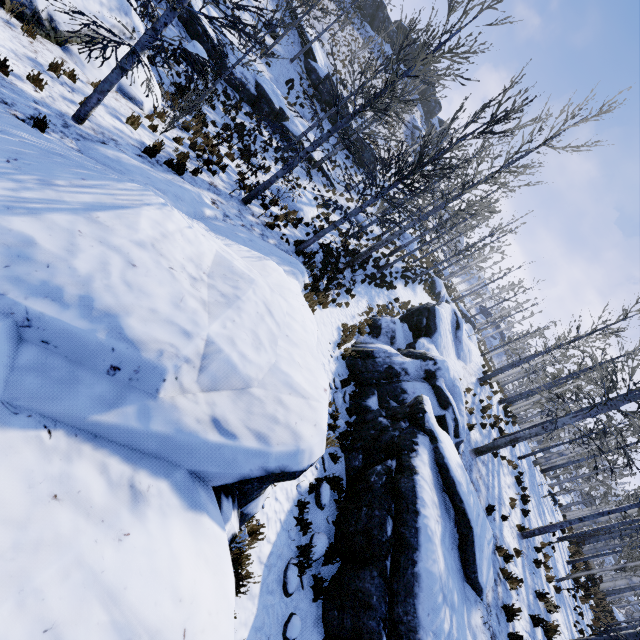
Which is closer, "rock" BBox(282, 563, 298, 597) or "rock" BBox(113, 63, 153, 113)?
"rock" BBox(282, 563, 298, 597)

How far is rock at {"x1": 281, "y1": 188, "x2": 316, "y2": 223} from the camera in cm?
1557

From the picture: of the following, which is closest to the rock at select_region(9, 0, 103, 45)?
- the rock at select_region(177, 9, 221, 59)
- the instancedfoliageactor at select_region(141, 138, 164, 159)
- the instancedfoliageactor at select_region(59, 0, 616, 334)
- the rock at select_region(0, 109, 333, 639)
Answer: the instancedfoliageactor at select_region(141, 138, 164, 159)

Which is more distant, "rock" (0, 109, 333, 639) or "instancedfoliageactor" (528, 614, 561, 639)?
"instancedfoliageactor" (528, 614, 561, 639)

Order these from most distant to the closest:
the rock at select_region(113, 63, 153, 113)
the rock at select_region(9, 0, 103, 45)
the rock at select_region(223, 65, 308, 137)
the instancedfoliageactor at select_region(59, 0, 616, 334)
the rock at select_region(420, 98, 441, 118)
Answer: the rock at select_region(420, 98, 441, 118) → the rock at select_region(223, 65, 308, 137) → the rock at select_region(113, 63, 153, 113) → the rock at select_region(9, 0, 103, 45) → the instancedfoliageactor at select_region(59, 0, 616, 334)

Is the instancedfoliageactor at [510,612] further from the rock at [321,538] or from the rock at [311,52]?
the rock at [311,52]

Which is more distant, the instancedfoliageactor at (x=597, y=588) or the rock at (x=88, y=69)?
the instancedfoliageactor at (x=597, y=588)

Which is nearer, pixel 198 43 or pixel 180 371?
pixel 180 371
